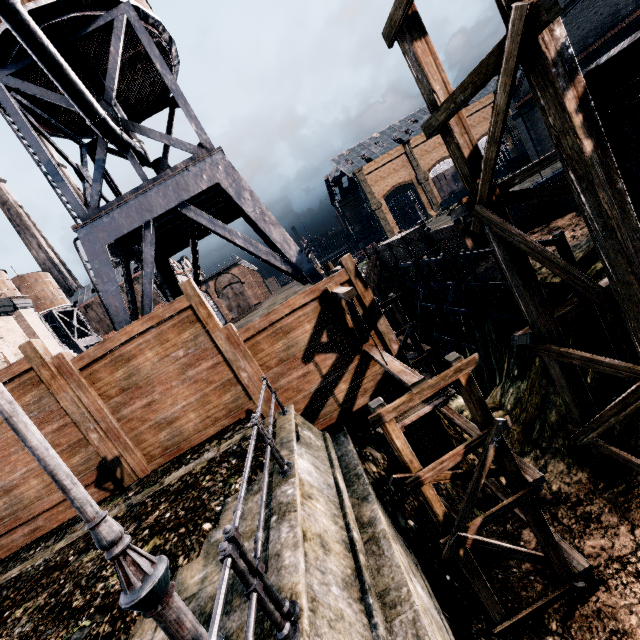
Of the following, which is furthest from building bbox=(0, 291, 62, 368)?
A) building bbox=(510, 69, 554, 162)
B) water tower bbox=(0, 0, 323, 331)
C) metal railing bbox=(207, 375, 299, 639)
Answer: building bbox=(510, 69, 554, 162)

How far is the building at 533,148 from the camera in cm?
3928

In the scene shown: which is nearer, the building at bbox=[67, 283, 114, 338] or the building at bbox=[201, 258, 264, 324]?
the building at bbox=[67, 283, 114, 338]

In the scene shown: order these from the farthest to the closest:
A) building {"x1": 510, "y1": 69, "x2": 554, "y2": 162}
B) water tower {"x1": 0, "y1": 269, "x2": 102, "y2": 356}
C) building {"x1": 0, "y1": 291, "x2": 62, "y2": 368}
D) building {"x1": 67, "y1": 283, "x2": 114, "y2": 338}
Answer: building {"x1": 67, "y1": 283, "x2": 114, "y2": 338} < water tower {"x1": 0, "y1": 269, "x2": 102, "y2": 356} < building {"x1": 510, "y1": 69, "x2": 554, "y2": 162} < building {"x1": 0, "y1": 291, "x2": 62, "y2": 368}

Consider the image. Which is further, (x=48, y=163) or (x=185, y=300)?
(x=48, y=163)

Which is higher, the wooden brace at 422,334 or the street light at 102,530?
the street light at 102,530

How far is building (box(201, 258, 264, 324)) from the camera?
57.06m

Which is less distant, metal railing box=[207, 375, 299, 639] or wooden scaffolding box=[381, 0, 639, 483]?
metal railing box=[207, 375, 299, 639]
